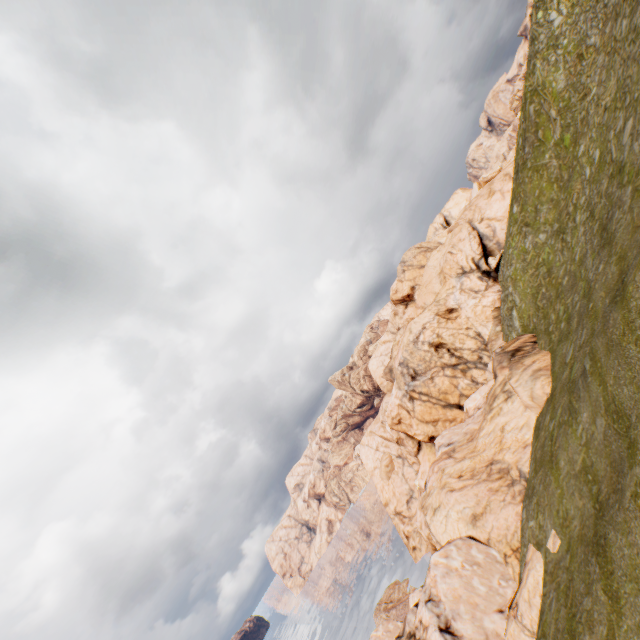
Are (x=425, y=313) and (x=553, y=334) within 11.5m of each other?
no
